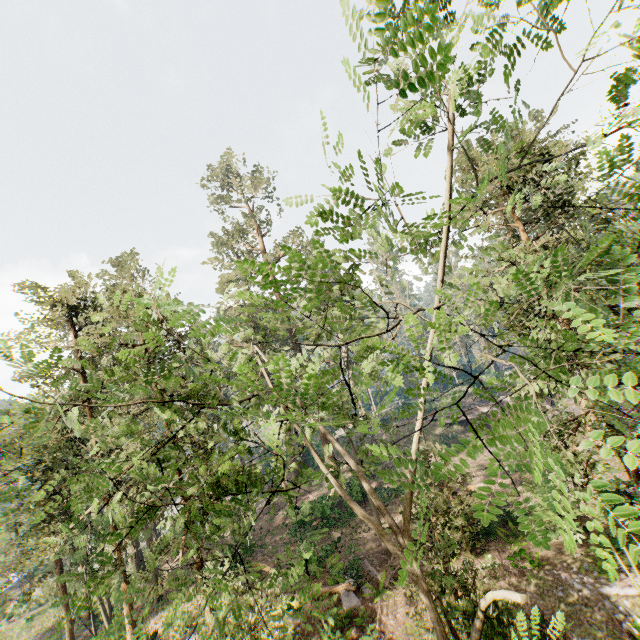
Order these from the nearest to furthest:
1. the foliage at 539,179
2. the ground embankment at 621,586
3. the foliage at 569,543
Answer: the foliage at 569,543, the foliage at 539,179, the ground embankment at 621,586

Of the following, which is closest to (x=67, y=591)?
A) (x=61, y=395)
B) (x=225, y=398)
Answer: (x=61, y=395)

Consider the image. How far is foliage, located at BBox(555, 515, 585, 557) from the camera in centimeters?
162cm

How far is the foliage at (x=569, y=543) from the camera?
1.6m

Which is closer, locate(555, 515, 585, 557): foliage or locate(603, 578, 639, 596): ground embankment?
locate(555, 515, 585, 557): foliage

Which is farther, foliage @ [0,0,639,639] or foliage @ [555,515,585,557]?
foliage @ [0,0,639,639]

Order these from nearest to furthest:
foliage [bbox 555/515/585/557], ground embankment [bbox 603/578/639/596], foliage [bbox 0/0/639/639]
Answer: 1. foliage [bbox 555/515/585/557]
2. foliage [bbox 0/0/639/639]
3. ground embankment [bbox 603/578/639/596]
